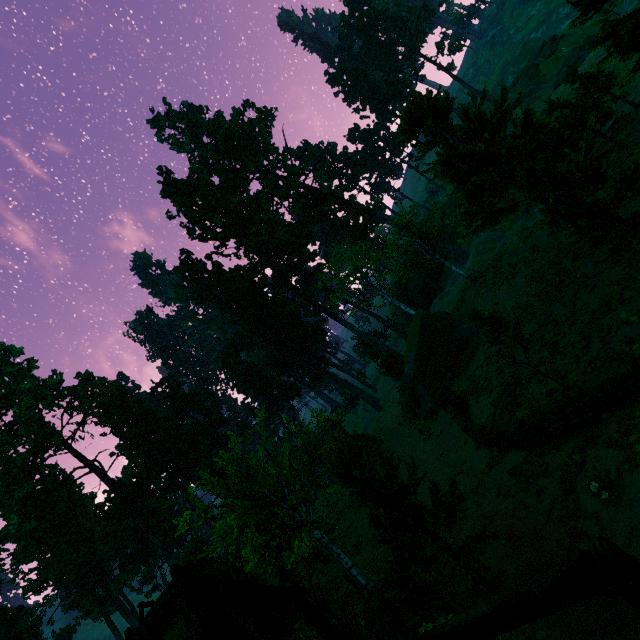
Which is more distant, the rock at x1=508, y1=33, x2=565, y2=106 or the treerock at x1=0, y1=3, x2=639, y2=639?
the rock at x1=508, y1=33, x2=565, y2=106

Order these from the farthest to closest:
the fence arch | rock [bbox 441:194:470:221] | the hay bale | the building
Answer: rock [bbox 441:194:470:221] → the building → the hay bale → the fence arch

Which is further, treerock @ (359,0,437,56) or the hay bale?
treerock @ (359,0,437,56)

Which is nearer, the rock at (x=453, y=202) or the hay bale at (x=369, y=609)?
the hay bale at (x=369, y=609)

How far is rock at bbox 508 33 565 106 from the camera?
47.75m

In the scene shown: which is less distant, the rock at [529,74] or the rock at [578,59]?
the rock at [578,59]

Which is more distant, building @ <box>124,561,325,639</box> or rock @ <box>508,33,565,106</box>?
rock @ <box>508,33,565,106</box>

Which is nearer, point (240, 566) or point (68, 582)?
point (240, 566)
